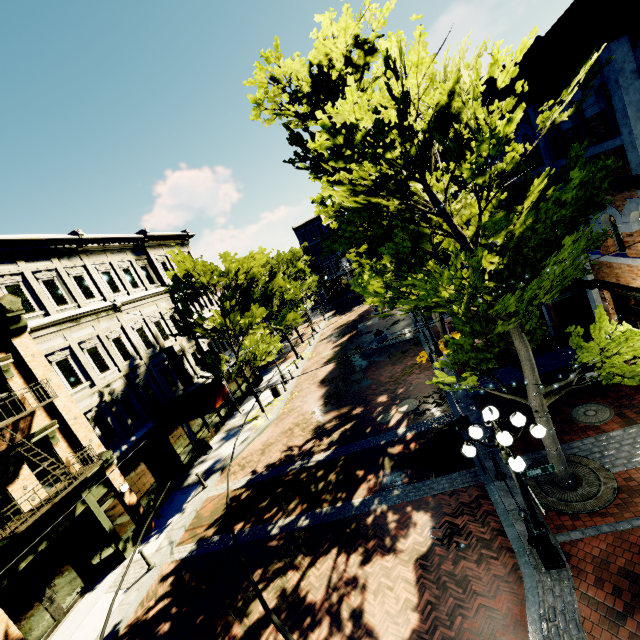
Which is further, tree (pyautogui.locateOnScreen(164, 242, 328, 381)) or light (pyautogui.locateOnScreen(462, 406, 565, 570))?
tree (pyautogui.locateOnScreen(164, 242, 328, 381))

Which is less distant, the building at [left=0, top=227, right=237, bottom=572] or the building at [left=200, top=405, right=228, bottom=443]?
the building at [left=0, top=227, right=237, bottom=572]

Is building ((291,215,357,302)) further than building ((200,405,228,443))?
Yes

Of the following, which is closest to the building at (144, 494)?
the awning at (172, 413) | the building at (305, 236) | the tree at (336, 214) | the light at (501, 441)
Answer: the awning at (172, 413)

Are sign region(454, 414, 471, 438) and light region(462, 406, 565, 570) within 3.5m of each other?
yes

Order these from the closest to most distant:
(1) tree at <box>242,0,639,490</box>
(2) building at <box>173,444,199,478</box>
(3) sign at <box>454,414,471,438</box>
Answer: (1) tree at <box>242,0,639,490</box>
(3) sign at <box>454,414,471,438</box>
(2) building at <box>173,444,199,478</box>

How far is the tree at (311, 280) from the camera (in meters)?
18.34

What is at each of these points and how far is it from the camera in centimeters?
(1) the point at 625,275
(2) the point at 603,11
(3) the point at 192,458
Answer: (1) building, 831cm
(2) building, 593cm
(3) building, 1889cm
